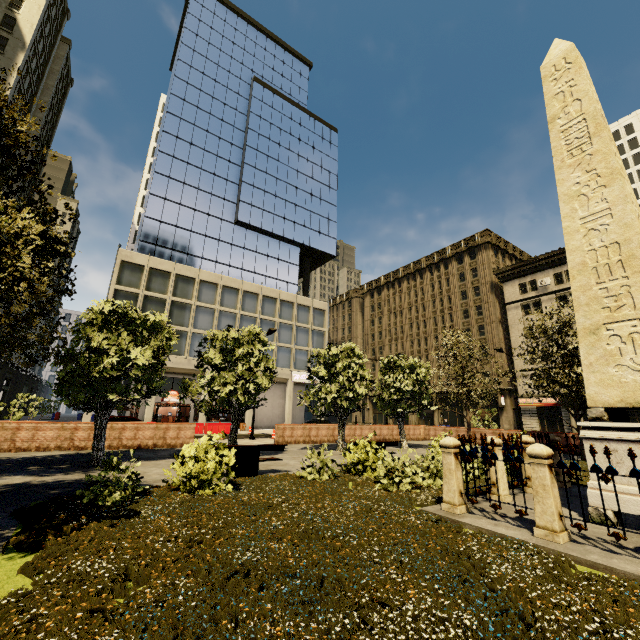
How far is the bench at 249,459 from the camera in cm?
951

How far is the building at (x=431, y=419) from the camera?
49.3 meters

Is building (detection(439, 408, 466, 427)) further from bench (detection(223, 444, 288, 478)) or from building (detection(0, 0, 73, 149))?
bench (detection(223, 444, 288, 478))

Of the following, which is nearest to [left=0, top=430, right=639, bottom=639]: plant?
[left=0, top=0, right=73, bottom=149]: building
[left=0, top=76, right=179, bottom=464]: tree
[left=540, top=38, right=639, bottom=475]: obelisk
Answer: [left=0, top=76, right=179, bottom=464]: tree

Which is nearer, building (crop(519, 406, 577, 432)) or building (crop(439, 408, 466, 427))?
building (crop(519, 406, 577, 432))

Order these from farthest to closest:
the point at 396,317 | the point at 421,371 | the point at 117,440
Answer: the point at 396,317, the point at 421,371, the point at 117,440

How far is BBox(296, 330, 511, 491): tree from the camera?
8.68m

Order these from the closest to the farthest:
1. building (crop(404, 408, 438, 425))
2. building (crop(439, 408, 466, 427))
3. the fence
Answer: the fence
building (crop(439, 408, 466, 427))
building (crop(404, 408, 438, 425))
